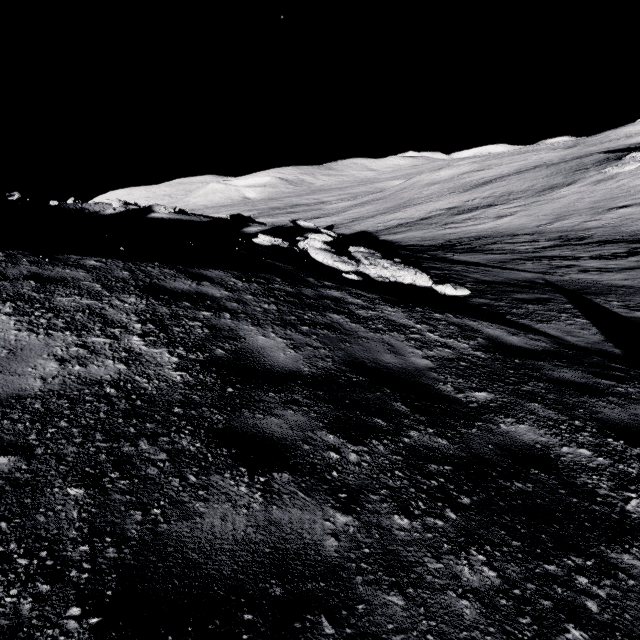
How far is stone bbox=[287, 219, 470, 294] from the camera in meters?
9.1 m

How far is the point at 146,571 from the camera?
1.5 meters

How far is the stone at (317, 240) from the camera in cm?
914
